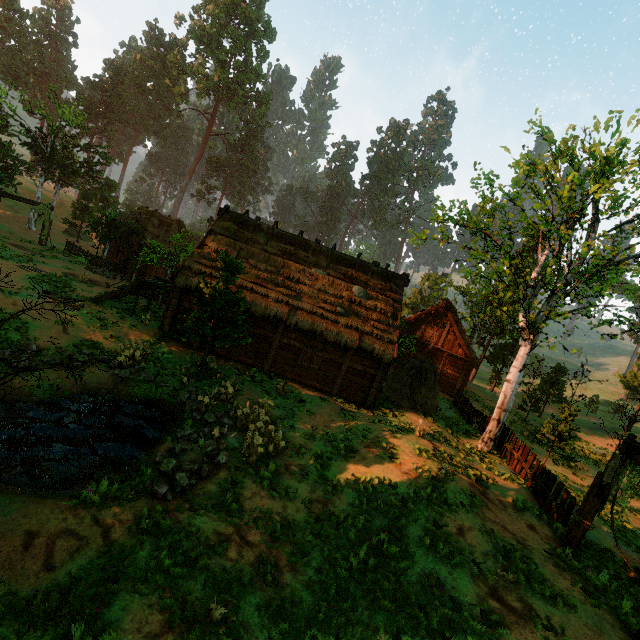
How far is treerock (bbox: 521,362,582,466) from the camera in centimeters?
1482cm

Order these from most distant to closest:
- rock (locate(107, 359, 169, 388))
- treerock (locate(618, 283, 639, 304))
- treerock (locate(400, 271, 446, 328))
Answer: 1. treerock (locate(400, 271, 446, 328))
2. treerock (locate(618, 283, 639, 304))
3. rock (locate(107, 359, 169, 388))

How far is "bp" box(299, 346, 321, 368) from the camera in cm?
1754

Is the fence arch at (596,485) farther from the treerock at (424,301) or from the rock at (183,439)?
the rock at (183,439)

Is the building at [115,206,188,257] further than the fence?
Yes

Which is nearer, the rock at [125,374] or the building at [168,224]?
the rock at [125,374]

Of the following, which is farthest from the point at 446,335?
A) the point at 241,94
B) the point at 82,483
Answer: the point at 241,94

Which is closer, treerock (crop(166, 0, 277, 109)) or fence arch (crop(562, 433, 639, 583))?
fence arch (crop(562, 433, 639, 583))
